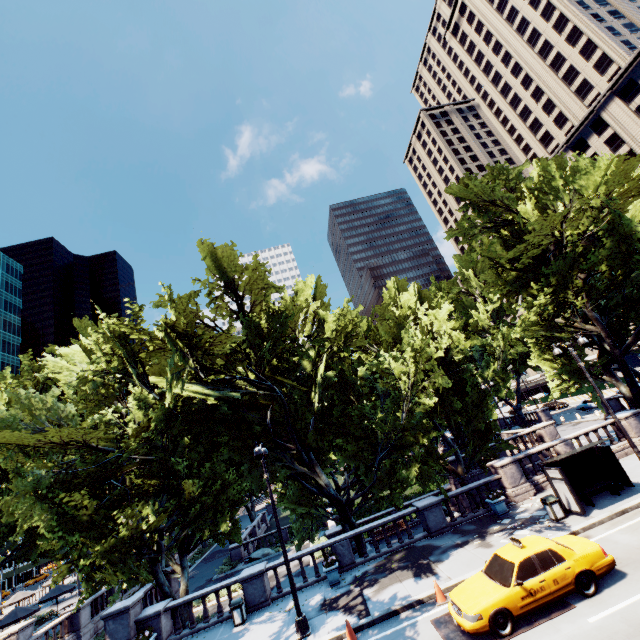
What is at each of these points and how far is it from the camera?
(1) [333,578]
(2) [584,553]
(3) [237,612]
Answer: (1) planter, 16.2m
(2) vehicle, 10.1m
(3) garbage can, 15.6m

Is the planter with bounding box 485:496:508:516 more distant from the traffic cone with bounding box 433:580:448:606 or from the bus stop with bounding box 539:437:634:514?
the traffic cone with bounding box 433:580:448:606

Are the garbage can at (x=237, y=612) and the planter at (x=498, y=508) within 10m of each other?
no

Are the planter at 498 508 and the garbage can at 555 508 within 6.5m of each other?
yes

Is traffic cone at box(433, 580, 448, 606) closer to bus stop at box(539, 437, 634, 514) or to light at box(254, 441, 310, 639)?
light at box(254, 441, 310, 639)

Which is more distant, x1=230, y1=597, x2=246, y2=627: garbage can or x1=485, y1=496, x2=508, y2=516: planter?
x1=485, y1=496, x2=508, y2=516: planter

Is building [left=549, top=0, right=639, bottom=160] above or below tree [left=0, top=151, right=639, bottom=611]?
above

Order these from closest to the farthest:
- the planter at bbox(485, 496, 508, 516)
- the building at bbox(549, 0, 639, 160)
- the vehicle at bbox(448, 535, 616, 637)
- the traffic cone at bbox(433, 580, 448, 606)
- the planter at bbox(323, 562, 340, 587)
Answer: the vehicle at bbox(448, 535, 616, 637) → the traffic cone at bbox(433, 580, 448, 606) → the planter at bbox(323, 562, 340, 587) → the planter at bbox(485, 496, 508, 516) → the building at bbox(549, 0, 639, 160)
